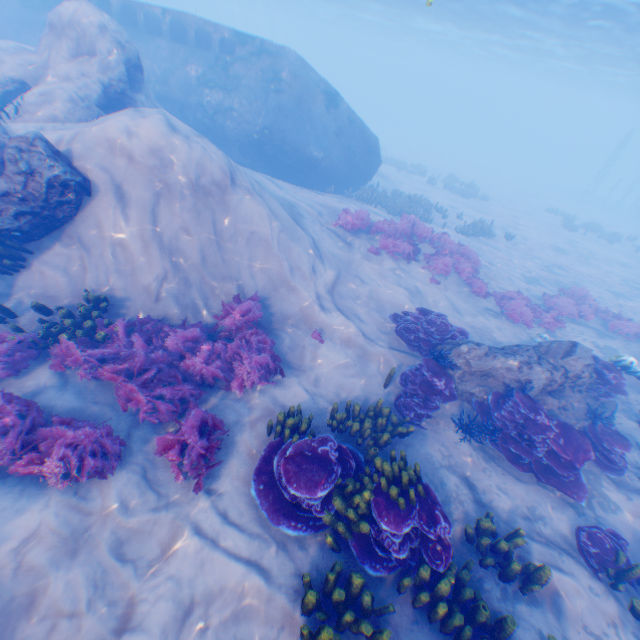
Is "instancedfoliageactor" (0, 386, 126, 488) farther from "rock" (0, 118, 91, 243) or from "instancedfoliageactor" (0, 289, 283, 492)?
"instancedfoliageactor" (0, 289, 283, 492)

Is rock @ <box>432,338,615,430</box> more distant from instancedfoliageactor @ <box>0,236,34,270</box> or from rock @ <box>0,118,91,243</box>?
instancedfoliageactor @ <box>0,236,34,270</box>

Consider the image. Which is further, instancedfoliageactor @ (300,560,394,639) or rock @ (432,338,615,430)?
rock @ (432,338,615,430)

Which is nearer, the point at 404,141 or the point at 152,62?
the point at 152,62

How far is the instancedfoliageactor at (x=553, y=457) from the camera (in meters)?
6.67

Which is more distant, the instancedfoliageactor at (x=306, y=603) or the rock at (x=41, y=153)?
the rock at (x=41, y=153)

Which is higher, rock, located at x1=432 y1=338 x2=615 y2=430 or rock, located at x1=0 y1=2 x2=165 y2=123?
rock, located at x1=0 y1=2 x2=165 y2=123

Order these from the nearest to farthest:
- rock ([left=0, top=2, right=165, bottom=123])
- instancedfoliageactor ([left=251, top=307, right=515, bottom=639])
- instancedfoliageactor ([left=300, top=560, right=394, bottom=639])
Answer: instancedfoliageactor ([left=300, top=560, right=394, bottom=639]), instancedfoliageactor ([left=251, top=307, right=515, bottom=639]), rock ([left=0, top=2, right=165, bottom=123])
